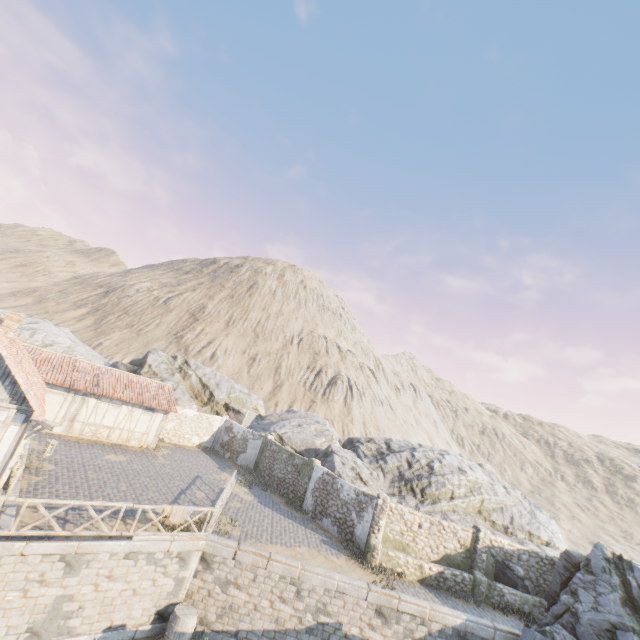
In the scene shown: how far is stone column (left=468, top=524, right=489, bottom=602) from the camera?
16.7 meters

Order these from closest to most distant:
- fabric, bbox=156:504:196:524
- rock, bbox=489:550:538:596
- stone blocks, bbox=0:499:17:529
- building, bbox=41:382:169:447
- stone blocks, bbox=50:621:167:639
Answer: stone blocks, bbox=0:499:17:529, stone blocks, bbox=50:621:167:639, fabric, bbox=156:504:196:524, rock, bbox=489:550:538:596, building, bbox=41:382:169:447

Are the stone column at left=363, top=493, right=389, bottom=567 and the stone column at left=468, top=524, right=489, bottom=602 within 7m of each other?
yes

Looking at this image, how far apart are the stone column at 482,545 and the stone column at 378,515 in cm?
496

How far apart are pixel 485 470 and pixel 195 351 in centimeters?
4653cm

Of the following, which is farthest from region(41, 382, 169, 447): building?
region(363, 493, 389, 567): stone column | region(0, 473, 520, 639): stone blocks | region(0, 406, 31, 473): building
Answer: region(363, 493, 389, 567): stone column

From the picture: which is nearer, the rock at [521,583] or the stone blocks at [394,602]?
the stone blocks at [394,602]

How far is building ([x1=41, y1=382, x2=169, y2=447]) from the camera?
20.4 meters
